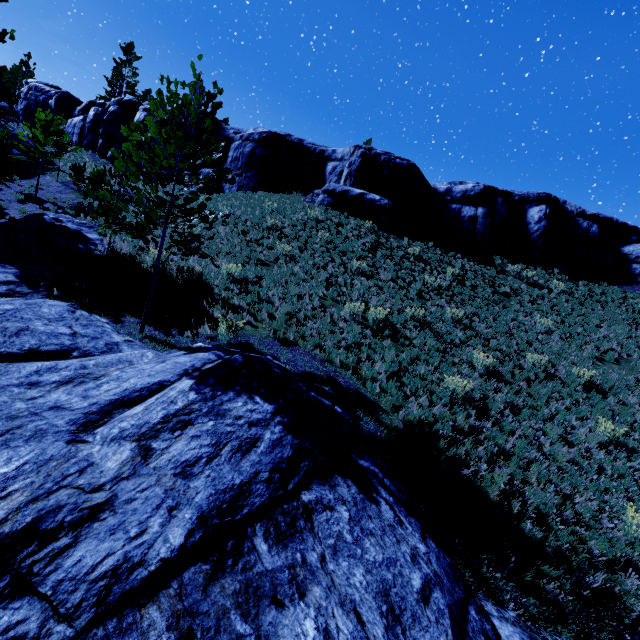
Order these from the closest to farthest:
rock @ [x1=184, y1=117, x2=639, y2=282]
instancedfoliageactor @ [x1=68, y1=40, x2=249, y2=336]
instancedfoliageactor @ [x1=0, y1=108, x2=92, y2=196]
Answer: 1. instancedfoliageactor @ [x1=68, y1=40, x2=249, y2=336]
2. instancedfoliageactor @ [x1=0, y1=108, x2=92, y2=196]
3. rock @ [x1=184, y1=117, x2=639, y2=282]

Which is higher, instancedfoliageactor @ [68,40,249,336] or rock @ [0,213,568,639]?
instancedfoliageactor @ [68,40,249,336]

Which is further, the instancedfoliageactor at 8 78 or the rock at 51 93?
the rock at 51 93

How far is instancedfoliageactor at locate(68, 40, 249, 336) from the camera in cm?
706

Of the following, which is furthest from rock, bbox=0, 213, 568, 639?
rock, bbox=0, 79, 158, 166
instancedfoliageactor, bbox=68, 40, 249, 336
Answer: rock, bbox=0, 79, 158, 166

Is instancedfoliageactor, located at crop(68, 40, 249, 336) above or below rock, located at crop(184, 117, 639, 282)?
below

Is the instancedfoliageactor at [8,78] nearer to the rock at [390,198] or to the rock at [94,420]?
the rock at [94,420]

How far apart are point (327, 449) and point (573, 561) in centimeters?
545cm
